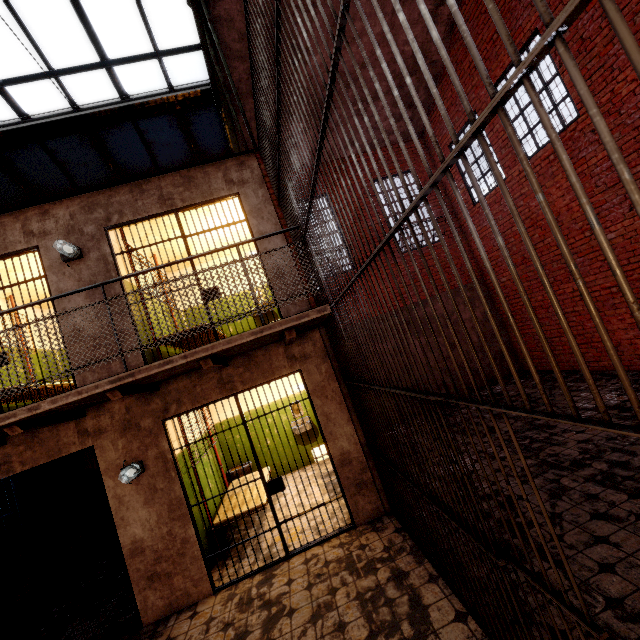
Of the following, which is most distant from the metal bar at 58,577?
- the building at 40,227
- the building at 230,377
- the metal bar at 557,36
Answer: the metal bar at 557,36

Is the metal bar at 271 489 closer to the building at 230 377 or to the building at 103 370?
the building at 230 377

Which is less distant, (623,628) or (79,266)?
(623,628)

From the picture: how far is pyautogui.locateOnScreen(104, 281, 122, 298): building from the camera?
4.7m

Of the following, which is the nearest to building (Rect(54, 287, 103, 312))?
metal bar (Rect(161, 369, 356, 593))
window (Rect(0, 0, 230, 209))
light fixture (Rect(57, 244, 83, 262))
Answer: light fixture (Rect(57, 244, 83, 262))

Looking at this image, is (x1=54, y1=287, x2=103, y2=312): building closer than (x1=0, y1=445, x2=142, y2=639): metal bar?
No
